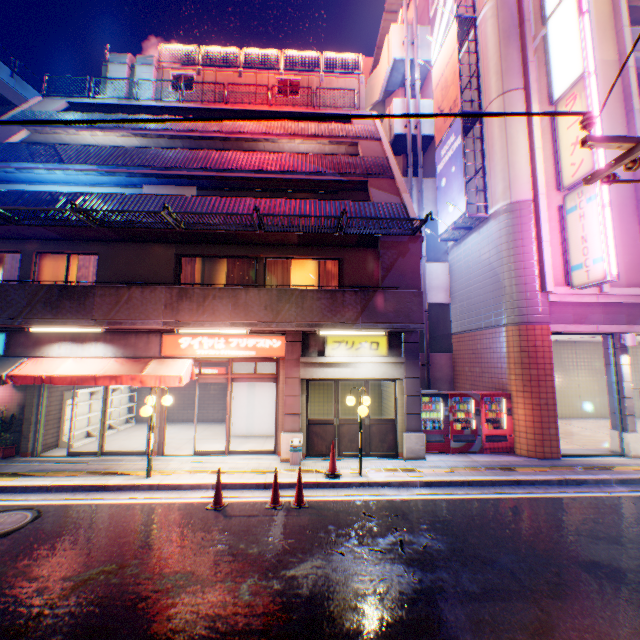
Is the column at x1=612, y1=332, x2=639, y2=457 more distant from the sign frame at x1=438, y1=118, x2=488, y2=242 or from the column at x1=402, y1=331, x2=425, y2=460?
the column at x1=402, y1=331, x2=425, y2=460

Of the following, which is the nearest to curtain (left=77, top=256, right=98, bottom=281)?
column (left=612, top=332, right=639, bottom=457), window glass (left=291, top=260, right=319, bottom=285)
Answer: window glass (left=291, top=260, right=319, bottom=285)

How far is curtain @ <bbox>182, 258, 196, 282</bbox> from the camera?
11.5 meters

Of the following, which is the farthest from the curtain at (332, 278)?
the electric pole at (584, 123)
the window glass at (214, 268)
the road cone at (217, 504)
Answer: the electric pole at (584, 123)

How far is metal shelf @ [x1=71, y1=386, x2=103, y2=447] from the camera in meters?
12.0 m

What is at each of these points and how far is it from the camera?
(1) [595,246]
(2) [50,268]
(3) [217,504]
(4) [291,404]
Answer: (1) sign, 10.02m
(2) window glass, 11.43m
(3) road cone, 7.44m
(4) column, 10.43m

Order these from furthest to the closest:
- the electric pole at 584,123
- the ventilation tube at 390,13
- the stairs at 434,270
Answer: the ventilation tube at 390,13, the stairs at 434,270, the electric pole at 584,123

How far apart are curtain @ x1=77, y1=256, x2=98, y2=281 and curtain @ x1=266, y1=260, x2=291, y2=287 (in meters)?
5.56
